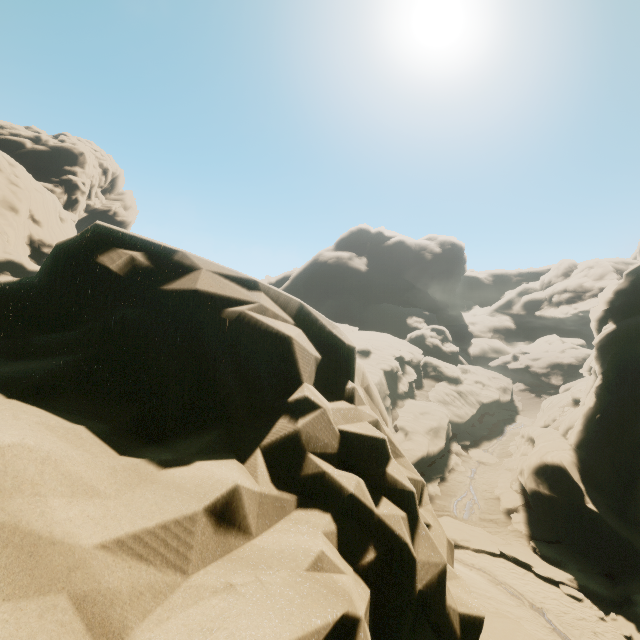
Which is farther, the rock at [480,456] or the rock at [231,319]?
the rock at [480,456]

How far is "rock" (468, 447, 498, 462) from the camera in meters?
32.3

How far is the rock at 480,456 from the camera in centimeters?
3231cm

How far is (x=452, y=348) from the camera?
52.62m

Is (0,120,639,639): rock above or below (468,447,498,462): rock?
above

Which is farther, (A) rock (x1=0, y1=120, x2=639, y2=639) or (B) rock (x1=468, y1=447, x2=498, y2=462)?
(B) rock (x1=468, y1=447, x2=498, y2=462)
